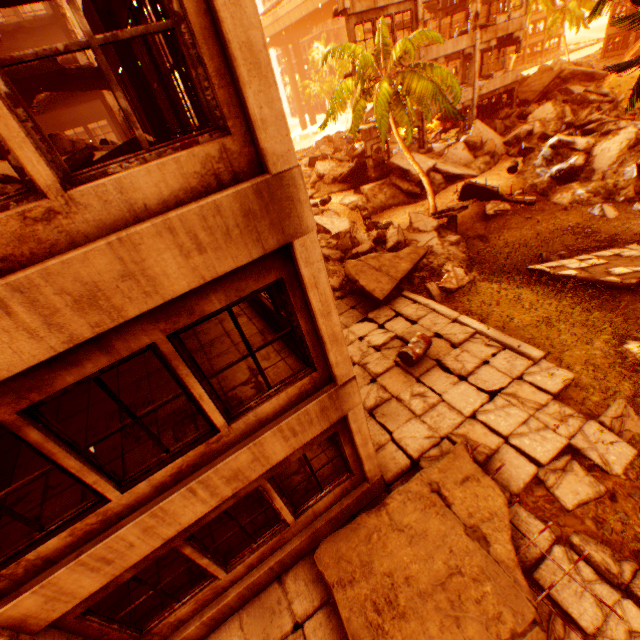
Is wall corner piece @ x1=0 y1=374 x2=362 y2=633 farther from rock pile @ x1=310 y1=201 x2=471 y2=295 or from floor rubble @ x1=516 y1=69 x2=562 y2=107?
floor rubble @ x1=516 y1=69 x2=562 y2=107

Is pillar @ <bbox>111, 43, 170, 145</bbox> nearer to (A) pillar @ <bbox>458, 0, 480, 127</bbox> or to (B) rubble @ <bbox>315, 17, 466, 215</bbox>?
(B) rubble @ <bbox>315, 17, 466, 215</bbox>

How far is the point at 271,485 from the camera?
5.1m

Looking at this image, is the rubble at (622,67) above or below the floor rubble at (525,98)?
above

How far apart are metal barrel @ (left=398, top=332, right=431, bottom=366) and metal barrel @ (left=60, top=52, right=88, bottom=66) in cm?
1684

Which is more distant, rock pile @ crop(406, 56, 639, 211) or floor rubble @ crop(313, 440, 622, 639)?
rock pile @ crop(406, 56, 639, 211)

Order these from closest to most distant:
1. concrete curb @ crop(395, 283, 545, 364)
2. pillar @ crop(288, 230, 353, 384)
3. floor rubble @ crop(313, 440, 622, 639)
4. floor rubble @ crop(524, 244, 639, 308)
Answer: pillar @ crop(288, 230, 353, 384), floor rubble @ crop(313, 440, 622, 639), concrete curb @ crop(395, 283, 545, 364), floor rubble @ crop(524, 244, 639, 308)

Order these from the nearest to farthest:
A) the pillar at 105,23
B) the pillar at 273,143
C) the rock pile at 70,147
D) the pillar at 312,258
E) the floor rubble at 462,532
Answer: the pillar at 273,143
the pillar at 312,258
the floor rubble at 462,532
the pillar at 105,23
the rock pile at 70,147
